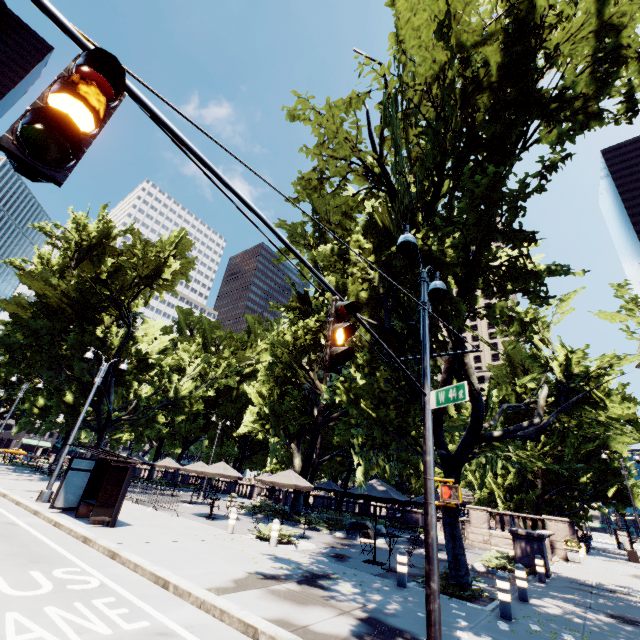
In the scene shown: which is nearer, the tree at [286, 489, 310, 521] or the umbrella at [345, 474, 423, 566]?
the umbrella at [345, 474, 423, 566]

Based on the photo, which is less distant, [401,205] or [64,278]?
[401,205]

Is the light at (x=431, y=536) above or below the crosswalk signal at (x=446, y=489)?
below

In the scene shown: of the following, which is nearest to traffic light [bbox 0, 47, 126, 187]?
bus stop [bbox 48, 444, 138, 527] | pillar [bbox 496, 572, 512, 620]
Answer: pillar [bbox 496, 572, 512, 620]

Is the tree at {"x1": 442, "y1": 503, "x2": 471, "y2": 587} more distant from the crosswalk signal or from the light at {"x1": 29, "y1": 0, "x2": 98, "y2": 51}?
the crosswalk signal

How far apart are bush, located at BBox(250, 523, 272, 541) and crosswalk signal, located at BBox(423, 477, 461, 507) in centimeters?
1050cm

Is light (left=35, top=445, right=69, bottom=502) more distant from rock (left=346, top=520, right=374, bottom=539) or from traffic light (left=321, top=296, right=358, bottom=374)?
traffic light (left=321, top=296, right=358, bottom=374)

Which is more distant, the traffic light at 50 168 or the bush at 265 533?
the bush at 265 533
